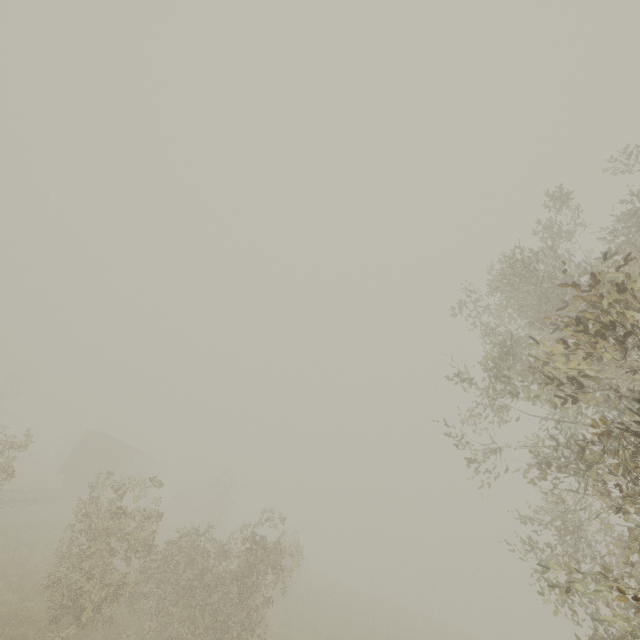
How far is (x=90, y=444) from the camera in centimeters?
2791cm

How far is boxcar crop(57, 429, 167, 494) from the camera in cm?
2684

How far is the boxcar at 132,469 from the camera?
26.84m
